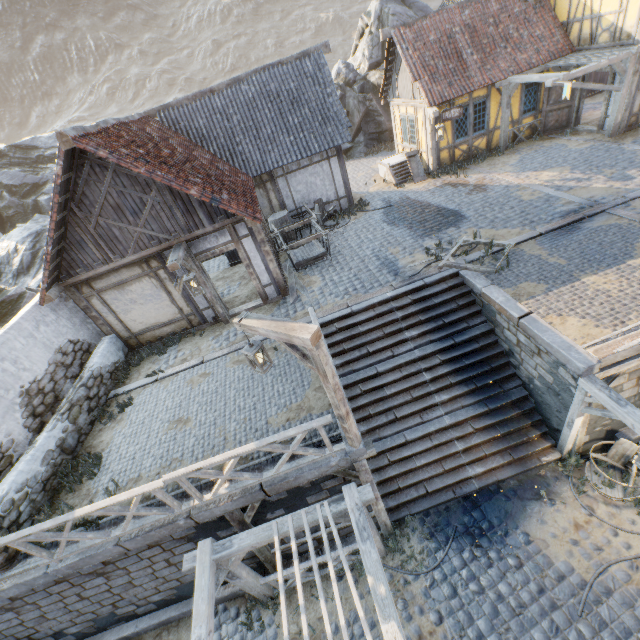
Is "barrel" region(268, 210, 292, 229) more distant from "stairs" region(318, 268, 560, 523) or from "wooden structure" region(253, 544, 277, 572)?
"wooden structure" region(253, 544, 277, 572)

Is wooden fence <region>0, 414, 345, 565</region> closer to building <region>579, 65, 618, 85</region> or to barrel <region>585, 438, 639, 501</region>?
barrel <region>585, 438, 639, 501</region>

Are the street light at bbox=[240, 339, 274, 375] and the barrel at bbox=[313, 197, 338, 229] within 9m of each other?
no

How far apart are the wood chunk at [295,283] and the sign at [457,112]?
9.06m

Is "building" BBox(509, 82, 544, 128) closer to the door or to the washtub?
the door

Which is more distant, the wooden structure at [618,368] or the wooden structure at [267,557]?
the wooden structure at [267,557]

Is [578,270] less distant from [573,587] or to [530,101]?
[573,587]

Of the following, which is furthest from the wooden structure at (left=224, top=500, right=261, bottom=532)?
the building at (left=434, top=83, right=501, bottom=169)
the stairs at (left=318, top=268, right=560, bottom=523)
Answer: the building at (left=434, top=83, right=501, bottom=169)
